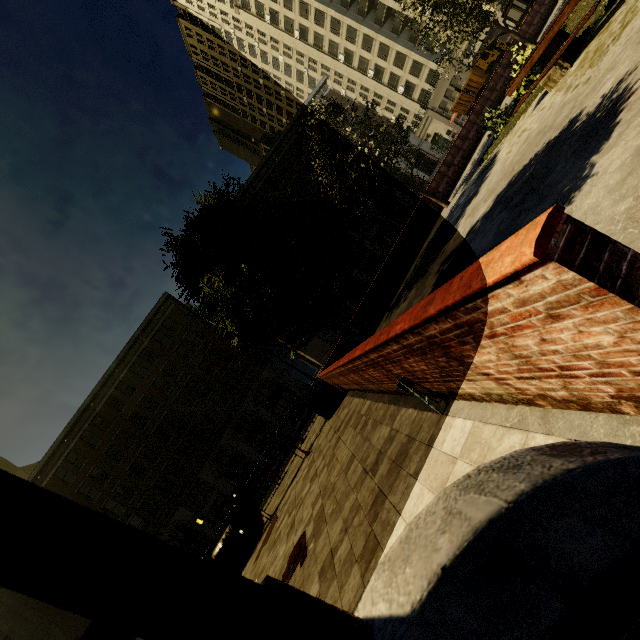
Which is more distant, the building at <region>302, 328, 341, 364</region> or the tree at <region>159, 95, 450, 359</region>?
the building at <region>302, 328, 341, 364</region>

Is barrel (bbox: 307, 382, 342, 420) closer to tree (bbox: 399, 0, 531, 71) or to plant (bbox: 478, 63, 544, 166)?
tree (bbox: 399, 0, 531, 71)

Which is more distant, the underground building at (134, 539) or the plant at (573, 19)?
the plant at (573, 19)

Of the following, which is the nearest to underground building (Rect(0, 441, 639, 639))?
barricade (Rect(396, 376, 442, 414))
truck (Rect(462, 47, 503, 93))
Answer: barricade (Rect(396, 376, 442, 414))

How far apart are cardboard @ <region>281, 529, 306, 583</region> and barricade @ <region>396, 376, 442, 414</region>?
4.1m

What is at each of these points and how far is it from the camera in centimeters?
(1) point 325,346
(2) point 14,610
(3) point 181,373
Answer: (1) building, 3897cm
(2) building, 2981cm
(3) building, 3438cm

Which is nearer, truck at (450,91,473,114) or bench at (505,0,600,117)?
bench at (505,0,600,117)

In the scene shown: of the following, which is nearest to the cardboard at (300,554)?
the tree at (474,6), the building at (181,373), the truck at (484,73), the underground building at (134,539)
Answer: the tree at (474,6)
